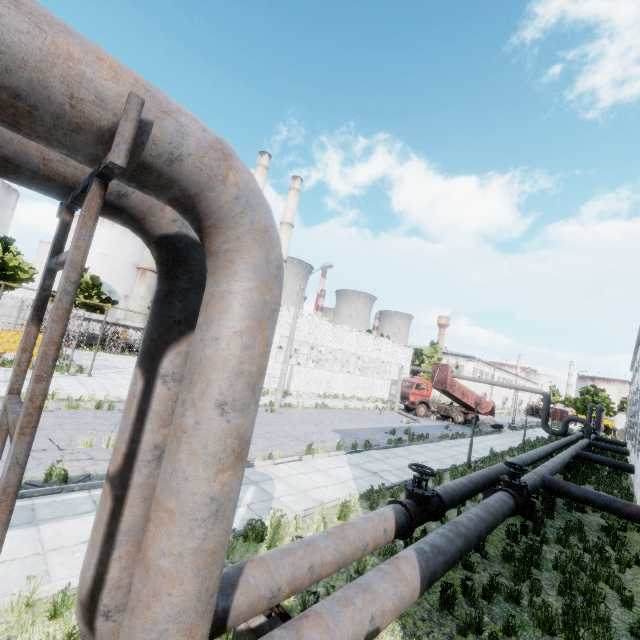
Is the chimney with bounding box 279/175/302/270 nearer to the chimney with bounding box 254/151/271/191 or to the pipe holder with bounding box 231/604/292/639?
the chimney with bounding box 254/151/271/191

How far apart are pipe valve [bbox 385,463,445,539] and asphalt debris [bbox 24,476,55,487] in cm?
706

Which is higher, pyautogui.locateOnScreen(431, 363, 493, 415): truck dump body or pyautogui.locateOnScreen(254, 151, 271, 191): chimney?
pyautogui.locateOnScreen(254, 151, 271, 191): chimney

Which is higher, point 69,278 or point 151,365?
point 69,278

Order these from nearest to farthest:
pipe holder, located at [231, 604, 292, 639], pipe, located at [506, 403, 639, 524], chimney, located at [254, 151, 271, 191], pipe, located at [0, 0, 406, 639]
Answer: pipe, located at [0, 0, 406, 639]
pipe holder, located at [231, 604, 292, 639]
pipe, located at [506, 403, 639, 524]
chimney, located at [254, 151, 271, 191]

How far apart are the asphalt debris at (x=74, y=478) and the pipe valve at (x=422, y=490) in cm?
706
